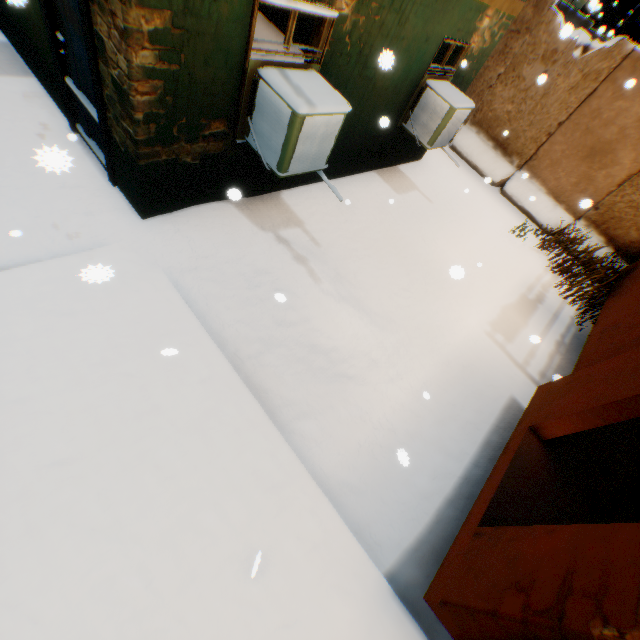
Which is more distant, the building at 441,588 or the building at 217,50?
the building at 217,50

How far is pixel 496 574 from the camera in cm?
228

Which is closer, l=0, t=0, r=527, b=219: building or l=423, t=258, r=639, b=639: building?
l=423, t=258, r=639, b=639: building
